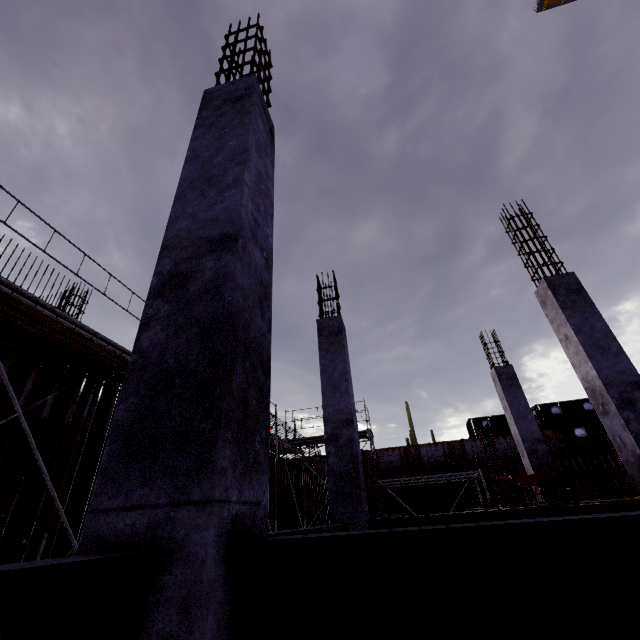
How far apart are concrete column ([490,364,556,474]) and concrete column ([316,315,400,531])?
6.2 meters

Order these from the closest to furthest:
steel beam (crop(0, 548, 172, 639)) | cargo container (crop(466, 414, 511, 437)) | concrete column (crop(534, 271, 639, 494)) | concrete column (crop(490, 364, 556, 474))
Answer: steel beam (crop(0, 548, 172, 639)) < concrete column (crop(534, 271, 639, 494)) < concrete column (crop(490, 364, 556, 474)) < cargo container (crop(466, 414, 511, 437))

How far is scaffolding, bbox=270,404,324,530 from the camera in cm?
1309

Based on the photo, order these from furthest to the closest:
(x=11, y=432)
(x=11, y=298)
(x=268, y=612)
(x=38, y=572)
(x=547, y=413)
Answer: (x=547, y=413) < (x=11, y=432) < (x=11, y=298) < (x=268, y=612) < (x=38, y=572)

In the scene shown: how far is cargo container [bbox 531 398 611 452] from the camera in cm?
2734

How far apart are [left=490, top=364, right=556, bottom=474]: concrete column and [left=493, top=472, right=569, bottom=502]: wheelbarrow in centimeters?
215cm

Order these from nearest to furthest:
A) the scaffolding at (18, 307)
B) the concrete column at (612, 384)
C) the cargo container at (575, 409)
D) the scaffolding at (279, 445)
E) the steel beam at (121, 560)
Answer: the steel beam at (121, 560) < the scaffolding at (18, 307) < the concrete column at (612, 384) < the scaffolding at (279, 445) < the cargo container at (575, 409)

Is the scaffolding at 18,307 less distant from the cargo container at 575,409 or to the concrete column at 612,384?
the concrete column at 612,384
